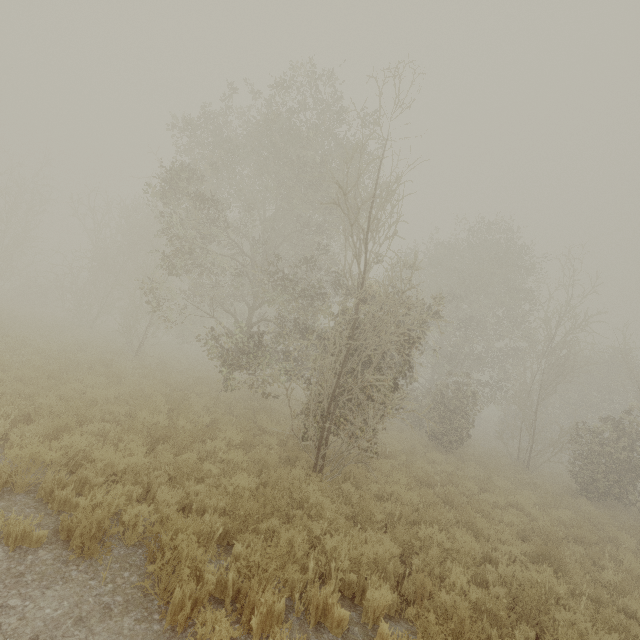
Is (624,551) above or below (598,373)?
below
